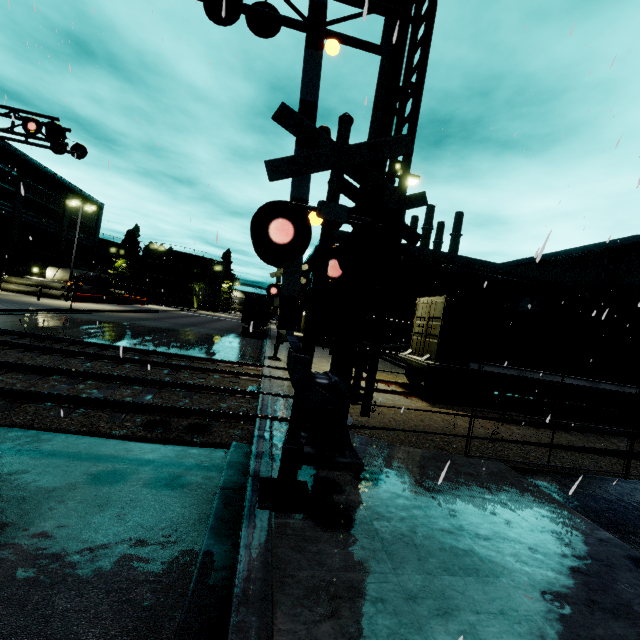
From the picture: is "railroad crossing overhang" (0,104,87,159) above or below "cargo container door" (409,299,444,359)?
above

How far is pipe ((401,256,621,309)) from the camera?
29.64m

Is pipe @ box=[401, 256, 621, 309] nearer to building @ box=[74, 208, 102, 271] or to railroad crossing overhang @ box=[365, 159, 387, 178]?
building @ box=[74, 208, 102, 271]

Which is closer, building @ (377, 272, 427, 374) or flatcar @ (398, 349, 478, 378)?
flatcar @ (398, 349, 478, 378)

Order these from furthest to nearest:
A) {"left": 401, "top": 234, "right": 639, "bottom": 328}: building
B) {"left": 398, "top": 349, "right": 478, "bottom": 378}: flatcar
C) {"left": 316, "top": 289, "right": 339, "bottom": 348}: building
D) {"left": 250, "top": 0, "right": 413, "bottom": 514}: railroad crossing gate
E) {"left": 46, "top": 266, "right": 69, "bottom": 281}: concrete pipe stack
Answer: {"left": 46, "top": 266, "right": 69, "bottom": 281}: concrete pipe stack < {"left": 316, "top": 289, "right": 339, "bottom": 348}: building < {"left": 401, "top": 234, "right": 639, "bottom": 328}: building < {"left": 398, "top": 349, "right": 478, "bottom": 378}: flatcar < {"left": 250, "top": 0, "right": 413, "bottom": 514}: railroad crossing gate

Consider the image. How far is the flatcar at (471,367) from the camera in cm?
1238

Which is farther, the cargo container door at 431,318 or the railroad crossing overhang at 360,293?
the cargo container door at 431,318

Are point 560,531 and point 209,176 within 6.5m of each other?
no
